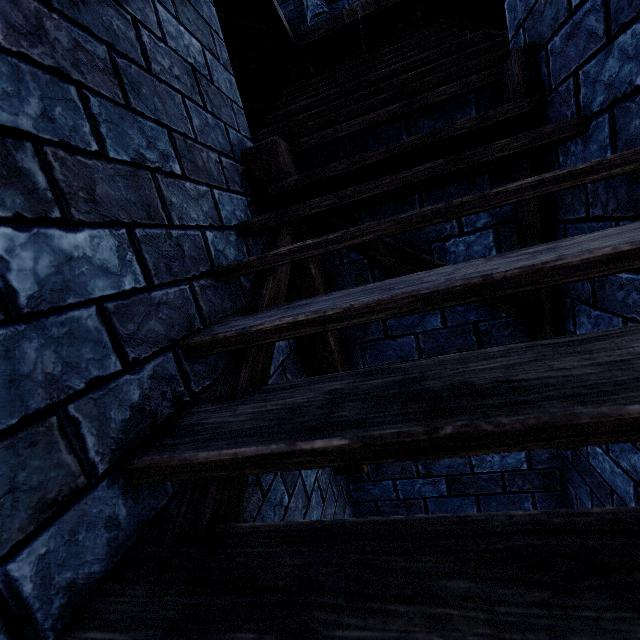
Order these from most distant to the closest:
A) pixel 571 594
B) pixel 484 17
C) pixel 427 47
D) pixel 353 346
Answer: pixel 484 17 → pixel 427 47 → pixel 353 346 → pixel 571 594

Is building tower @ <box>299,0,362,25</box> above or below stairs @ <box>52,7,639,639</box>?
above

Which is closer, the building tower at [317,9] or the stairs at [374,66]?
the stairs at [374,66]

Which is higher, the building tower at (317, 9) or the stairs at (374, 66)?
the building tower at (317, 9)

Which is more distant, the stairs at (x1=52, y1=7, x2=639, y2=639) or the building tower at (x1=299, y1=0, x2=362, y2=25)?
the building tower at (x1=299, y1=0, x2=362, y2=25)
